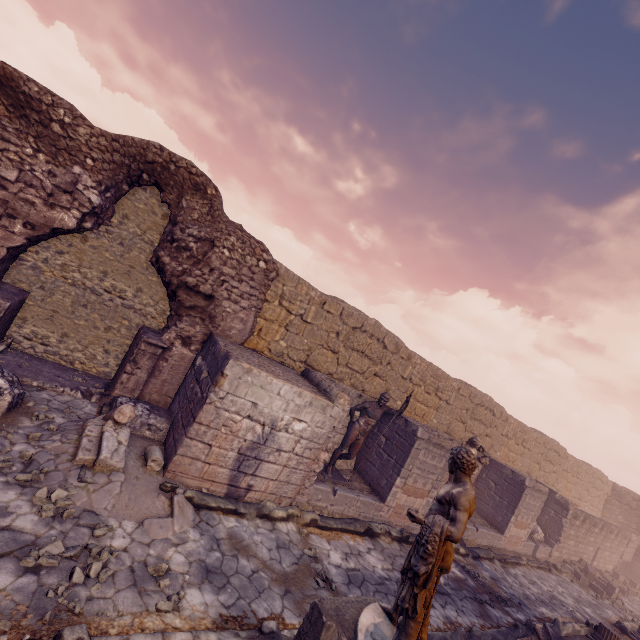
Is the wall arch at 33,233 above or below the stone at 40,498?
above

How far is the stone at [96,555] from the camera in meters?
3.6 m

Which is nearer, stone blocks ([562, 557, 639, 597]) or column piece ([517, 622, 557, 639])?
column piece ([517, 622, 557, 639])

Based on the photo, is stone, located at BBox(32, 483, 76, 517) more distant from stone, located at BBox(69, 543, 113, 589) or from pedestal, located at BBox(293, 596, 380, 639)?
pedestal, located at BBox(293, 596, 380, 639)

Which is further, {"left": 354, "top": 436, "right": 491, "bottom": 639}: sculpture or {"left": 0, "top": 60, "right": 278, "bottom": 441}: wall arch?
{"left": 0, "top": 60, "right": 278, "bottom": 441}: wall arch

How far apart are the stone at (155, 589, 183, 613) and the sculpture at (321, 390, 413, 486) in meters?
4.8

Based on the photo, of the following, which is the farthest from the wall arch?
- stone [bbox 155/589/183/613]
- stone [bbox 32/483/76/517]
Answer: stone [bbox 155/589/183/613]

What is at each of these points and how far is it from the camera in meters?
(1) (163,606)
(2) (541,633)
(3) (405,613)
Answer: (1) stone, 3.8 m
(2) column piece, 6.3 m
(3) sculpture, 3.0 m
